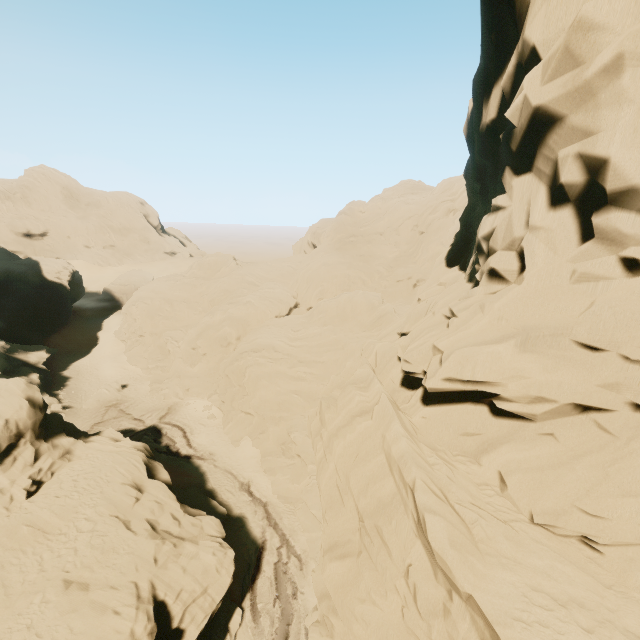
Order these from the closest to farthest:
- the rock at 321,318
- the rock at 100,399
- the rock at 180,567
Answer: the rock at 321,318 → the rock at 180,567 → the rock at 100,399

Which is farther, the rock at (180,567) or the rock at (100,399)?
the rock at (100,399)

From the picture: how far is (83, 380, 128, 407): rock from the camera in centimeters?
3875cm

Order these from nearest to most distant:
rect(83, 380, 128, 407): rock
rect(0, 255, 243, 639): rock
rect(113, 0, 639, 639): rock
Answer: rect(113, 0, 639, 639): rock → rect(0, 255, 243, 639): rock → rect(83, 380, 128, 407): rock

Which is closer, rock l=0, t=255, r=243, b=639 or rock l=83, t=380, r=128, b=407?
rock l=0, t=255, r=243, b=639

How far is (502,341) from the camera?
8.38m
